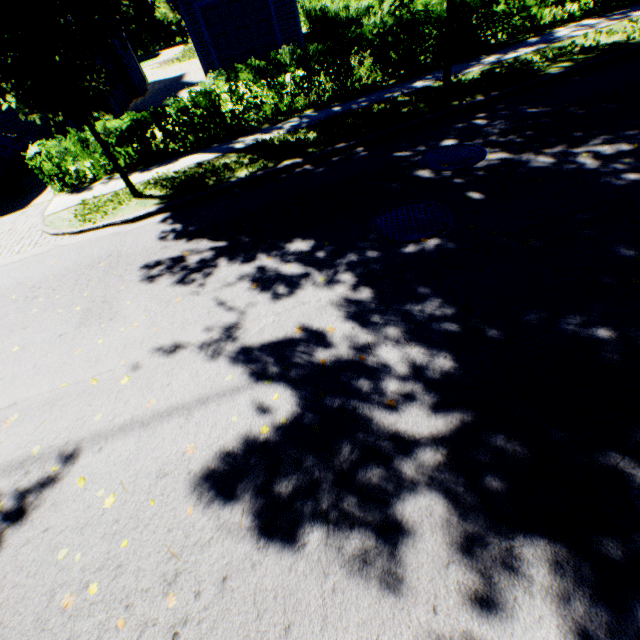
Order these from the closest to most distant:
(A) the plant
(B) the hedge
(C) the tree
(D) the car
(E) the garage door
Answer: (C) the tree
(B) the hedge
(D) the car
(E) the garage door
(A) the plant

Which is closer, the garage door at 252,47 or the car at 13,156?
the car at 13,156

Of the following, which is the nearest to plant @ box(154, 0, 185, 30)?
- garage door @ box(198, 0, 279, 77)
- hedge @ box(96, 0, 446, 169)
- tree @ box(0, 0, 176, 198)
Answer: tree @ box(0, 0, 176, 198)

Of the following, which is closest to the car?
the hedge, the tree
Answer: the tree

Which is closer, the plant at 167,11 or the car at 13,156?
the car at 13,156

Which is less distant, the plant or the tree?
the tree

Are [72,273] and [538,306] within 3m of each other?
no

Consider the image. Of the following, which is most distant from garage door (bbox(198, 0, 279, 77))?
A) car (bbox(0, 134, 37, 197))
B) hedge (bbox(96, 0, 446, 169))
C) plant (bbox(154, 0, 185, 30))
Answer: plant (bbox(154, 0, 185, 30))
